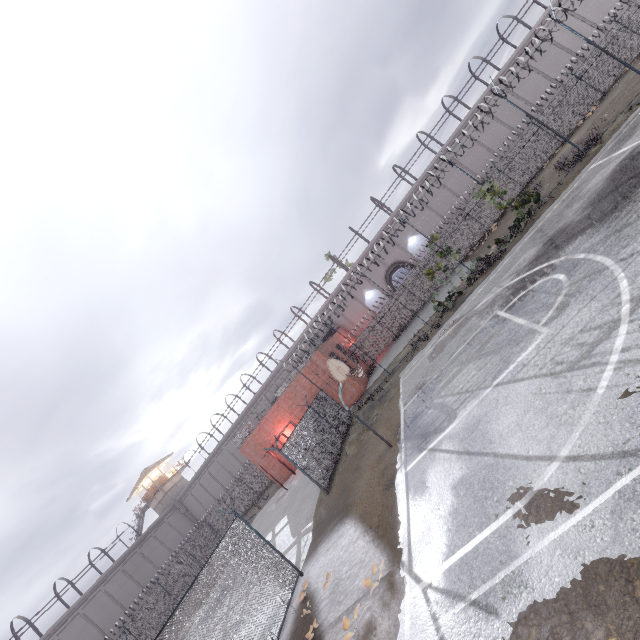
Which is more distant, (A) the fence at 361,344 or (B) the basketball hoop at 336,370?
(A) the fence at 361,344

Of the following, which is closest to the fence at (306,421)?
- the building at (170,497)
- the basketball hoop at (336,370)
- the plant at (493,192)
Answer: the plant at (493,192)

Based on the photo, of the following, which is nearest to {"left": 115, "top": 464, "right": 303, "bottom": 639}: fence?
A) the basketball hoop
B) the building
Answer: the basketball hoop

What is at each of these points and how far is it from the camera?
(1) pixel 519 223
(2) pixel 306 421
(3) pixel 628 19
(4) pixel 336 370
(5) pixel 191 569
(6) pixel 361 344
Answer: (1) plant, 17.84m
(2) fence, 17.88m
(3) fence, 15.68m
(4) basketball hoop, 11.38m
(5) fence, 33.66m
(6) fence, 31.11m

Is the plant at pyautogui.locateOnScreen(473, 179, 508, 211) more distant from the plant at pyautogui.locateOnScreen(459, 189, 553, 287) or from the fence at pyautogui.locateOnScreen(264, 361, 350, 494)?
the plant at pyautogui.locateOnScreen(459, 189, 553, 287)

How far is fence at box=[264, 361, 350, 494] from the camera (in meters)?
14.68

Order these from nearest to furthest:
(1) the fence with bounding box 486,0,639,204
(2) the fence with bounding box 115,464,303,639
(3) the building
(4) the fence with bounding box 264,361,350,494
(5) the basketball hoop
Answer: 1. (2) the fence with bounding box 115,464,303,639
2. (5) the basketball hoop
3. (4) the fence with bounding box 264,361,350,494
4. (1) the fence with bounding box 486,0,639,204
5. (3) the building

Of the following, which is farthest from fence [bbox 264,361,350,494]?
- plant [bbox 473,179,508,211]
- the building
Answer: the building
